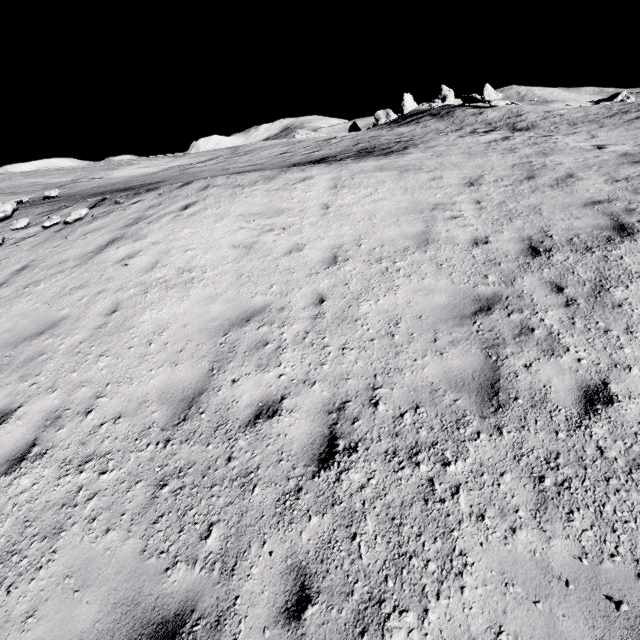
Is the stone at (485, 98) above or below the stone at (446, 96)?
below

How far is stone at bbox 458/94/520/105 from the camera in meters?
29.2

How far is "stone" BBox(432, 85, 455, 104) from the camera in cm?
5297

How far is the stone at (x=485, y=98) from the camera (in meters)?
29.20

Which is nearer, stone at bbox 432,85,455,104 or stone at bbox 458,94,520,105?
stone at bbox 458,94,520,105

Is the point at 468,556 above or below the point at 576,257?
below

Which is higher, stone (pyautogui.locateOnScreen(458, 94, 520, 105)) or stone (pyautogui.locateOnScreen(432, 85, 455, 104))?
stone (pyautogui.locateOnScreen(432, 85, 455, 104))
